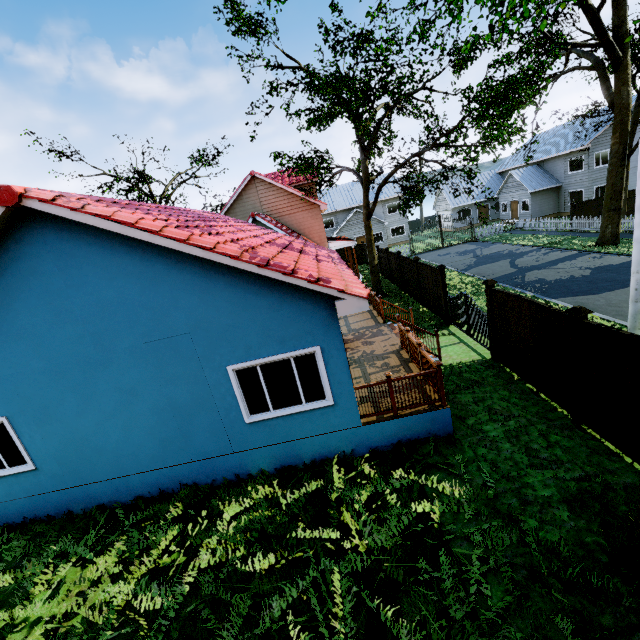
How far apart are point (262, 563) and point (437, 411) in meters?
4.5

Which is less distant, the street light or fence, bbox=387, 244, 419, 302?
the street light

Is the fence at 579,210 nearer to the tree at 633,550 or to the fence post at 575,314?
the fence post at 575,314

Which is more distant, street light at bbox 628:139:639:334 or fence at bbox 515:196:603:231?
fence at bbox 515:196:603:231

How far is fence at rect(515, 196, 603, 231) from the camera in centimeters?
2480cm

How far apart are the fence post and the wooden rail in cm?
256

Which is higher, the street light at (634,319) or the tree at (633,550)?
the street light at (634,319)

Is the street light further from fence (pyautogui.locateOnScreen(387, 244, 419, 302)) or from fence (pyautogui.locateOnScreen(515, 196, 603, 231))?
fence (pyautogui.locateOnScreen(387, 244, 419, 302))
